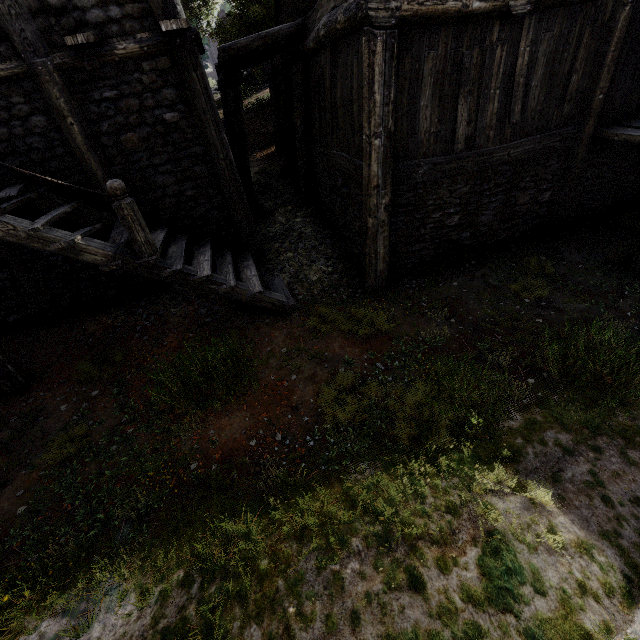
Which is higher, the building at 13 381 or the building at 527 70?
the building at 527 70

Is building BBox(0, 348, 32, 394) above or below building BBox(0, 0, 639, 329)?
below

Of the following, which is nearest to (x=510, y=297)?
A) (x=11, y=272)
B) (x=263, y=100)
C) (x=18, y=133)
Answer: (x=18, y=133)

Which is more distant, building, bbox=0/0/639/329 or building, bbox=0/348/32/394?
building, bbox=0/348/32/394

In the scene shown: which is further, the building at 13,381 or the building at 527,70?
the building at 13,381
